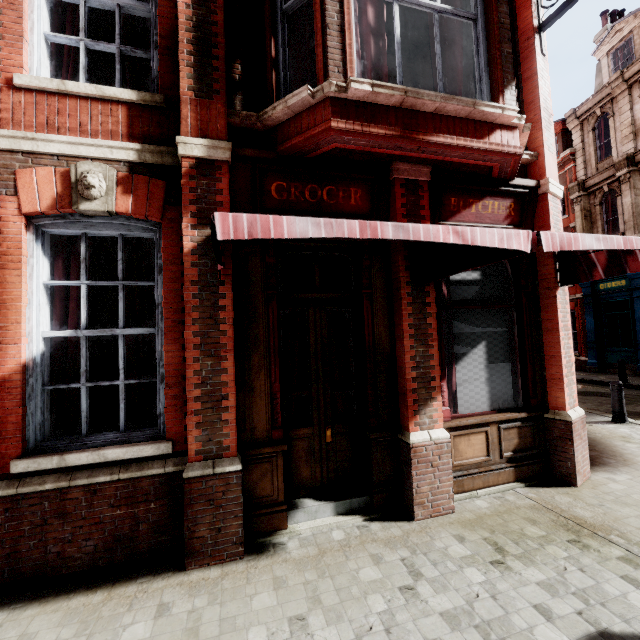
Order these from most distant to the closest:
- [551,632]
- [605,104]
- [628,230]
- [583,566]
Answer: [605,104] → [628,230] → [583,566] → [551,632]

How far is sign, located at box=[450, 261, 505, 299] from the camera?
4.78m

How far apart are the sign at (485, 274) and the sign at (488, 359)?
0.1 meters

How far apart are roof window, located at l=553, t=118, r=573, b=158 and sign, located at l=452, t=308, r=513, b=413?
20.8m

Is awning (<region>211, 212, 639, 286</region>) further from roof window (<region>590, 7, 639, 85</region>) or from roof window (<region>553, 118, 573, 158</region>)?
roof window (<region>553, 118, 573, 158</region>)

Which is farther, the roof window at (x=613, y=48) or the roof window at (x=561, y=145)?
the roof window at (x=561, y=145)

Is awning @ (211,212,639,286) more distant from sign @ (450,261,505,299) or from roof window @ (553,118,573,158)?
roof window @ (553,118,573,158)

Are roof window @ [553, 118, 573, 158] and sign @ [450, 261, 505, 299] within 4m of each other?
no
